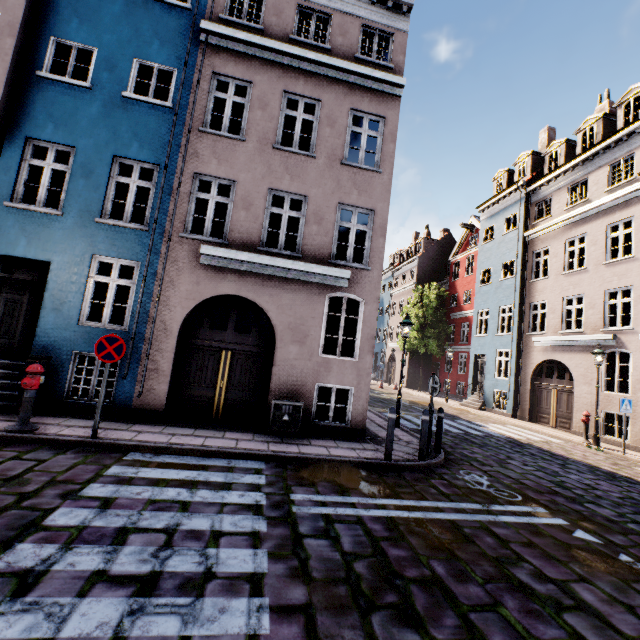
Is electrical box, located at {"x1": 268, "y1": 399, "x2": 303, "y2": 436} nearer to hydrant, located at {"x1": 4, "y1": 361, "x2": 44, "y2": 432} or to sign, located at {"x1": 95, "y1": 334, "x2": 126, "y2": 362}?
sign, located at {"x1": 95, "y1": 334, "x2": 126, "y2": 362}

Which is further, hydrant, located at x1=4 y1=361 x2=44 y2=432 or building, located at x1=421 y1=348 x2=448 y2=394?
building, located at x1=421 y1=348 x2=448 y2=394

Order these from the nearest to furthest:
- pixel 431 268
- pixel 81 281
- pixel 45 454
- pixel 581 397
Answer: pixel 45 454 → pixel 81 281 → pixel 581 397 → pixel 431 268

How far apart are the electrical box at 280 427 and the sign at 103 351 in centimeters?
342cm

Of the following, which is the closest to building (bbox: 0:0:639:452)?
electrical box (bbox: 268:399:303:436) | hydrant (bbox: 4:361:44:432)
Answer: electrical box (bbox: 268:399:303:436)

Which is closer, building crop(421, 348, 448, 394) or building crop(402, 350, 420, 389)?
building crop(421, 348, 448, 394)

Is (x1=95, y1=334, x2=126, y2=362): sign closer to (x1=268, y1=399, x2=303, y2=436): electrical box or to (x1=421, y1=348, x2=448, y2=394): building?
(x1=421, y1=348, x2=448, y2=394): building

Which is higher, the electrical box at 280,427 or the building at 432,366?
the building at 432,366
